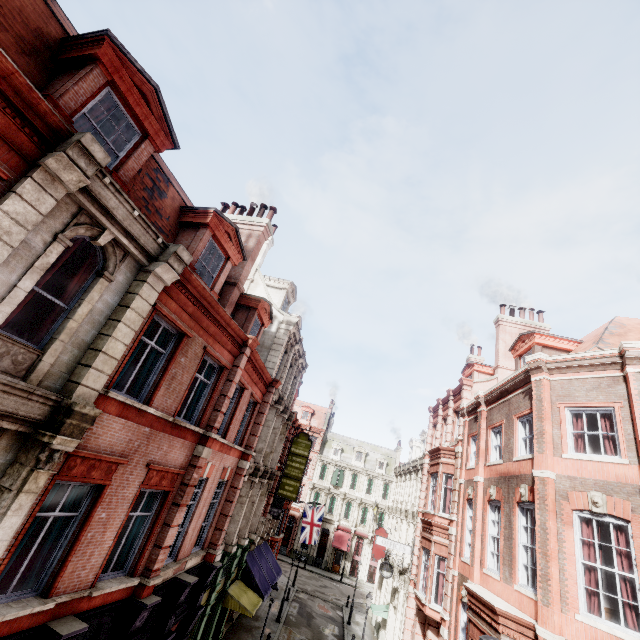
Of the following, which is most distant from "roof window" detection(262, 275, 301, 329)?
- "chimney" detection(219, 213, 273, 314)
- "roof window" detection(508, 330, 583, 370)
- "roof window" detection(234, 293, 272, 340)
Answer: "roof window" detection(508, 330, 583, 370)

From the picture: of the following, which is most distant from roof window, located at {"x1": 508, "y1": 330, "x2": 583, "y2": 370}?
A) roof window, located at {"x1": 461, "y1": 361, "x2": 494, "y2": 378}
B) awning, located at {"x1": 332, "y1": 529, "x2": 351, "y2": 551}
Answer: awning, located at {"x1": 332, "y1": 529, "x2": 351, "y2": 551}

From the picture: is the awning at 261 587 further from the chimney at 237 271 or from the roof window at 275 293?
the chimney at 237 271

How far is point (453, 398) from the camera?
21.69m

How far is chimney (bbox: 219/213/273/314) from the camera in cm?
1344

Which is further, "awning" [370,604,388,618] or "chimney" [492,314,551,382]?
"awning" [370,604,388,618]

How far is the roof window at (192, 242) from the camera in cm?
1044

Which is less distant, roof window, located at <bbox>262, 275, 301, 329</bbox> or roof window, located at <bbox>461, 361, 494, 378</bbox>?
roof window, located at <bbox>262, 275, 301, 329</bbox>
